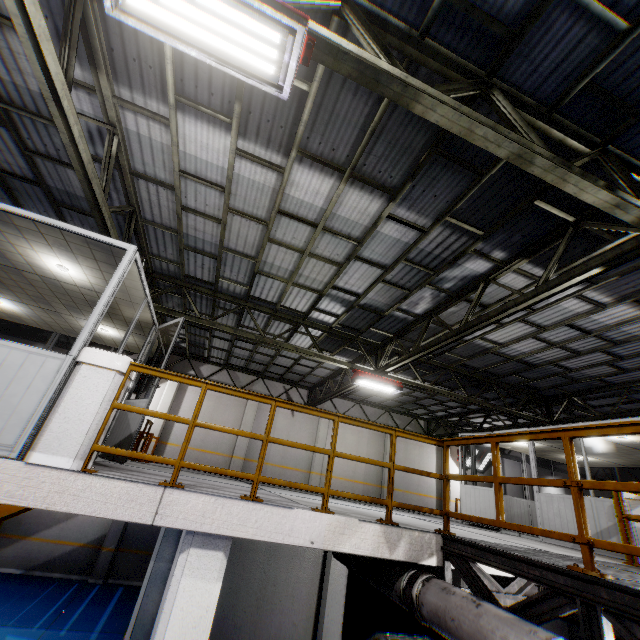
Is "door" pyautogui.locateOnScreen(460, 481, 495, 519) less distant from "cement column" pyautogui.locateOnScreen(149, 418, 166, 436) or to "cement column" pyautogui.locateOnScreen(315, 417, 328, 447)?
"cement column" pyautogui.locateOnScreen(315, 417, 328, 447)

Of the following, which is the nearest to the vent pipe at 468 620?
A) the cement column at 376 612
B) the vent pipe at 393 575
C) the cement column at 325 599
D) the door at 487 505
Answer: the vent pipe at 393 575

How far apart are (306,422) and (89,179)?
14.4 meters

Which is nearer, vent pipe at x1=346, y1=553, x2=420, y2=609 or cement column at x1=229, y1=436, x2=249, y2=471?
vent pipe at x1=346, y1=553, x2=420, y2=609

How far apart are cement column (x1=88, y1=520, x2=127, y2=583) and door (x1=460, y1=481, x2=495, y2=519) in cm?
1244

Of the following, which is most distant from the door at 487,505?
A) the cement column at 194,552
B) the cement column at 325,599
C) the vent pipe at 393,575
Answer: the cement column at 194,552

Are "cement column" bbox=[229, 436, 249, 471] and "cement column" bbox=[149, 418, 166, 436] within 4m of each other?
yes

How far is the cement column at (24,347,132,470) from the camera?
3.6 meters
